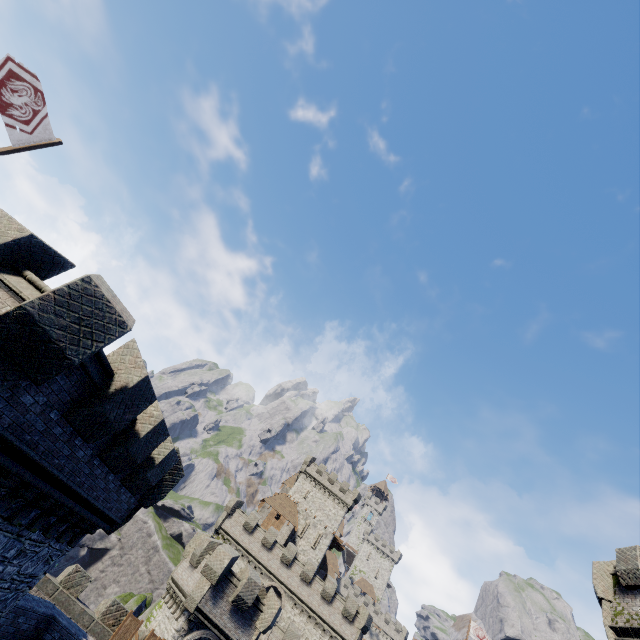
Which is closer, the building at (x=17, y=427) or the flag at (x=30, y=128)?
the building at (x=17, y=427)

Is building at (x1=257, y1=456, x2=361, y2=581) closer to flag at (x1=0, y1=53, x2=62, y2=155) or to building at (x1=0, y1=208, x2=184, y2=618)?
building at (x1=0, y1=208, x2=184, y2=618)

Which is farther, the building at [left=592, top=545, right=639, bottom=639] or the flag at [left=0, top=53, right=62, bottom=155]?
the building at [left=592, top=545, right=639, bottom=639]

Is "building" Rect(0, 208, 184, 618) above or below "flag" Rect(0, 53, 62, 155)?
below

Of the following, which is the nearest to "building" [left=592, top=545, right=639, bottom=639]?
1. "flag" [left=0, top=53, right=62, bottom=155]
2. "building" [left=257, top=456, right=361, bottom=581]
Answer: "flag" [left=0, top=53, right=62, bottom=155]

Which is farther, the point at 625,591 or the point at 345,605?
the point at 345,605

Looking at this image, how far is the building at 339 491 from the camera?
50.8 meters

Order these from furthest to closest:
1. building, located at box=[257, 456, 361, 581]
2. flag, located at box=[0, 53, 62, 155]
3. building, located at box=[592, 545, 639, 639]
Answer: building, located at box=[257, 456, 361, 581] → building, located at box=[592, 545, 639, 639] → flag, located at box=[0, 53, 62, 155]
